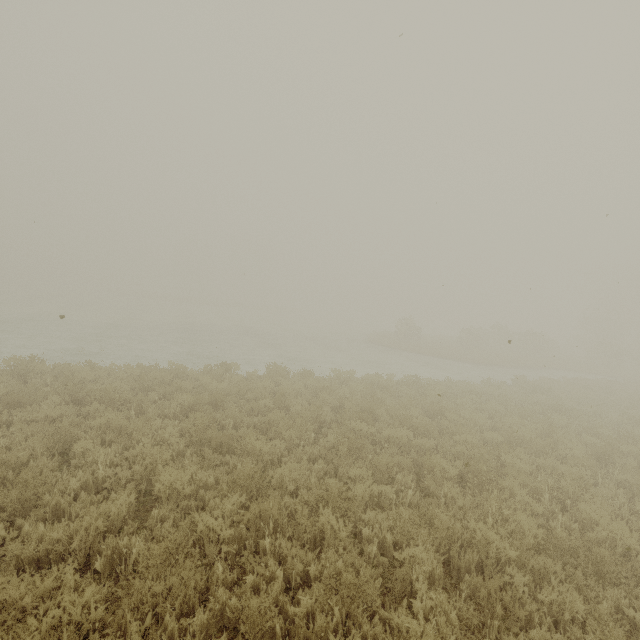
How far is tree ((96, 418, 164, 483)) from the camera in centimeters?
535cm

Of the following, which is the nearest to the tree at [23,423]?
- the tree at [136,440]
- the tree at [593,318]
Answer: the tree at [136,440]

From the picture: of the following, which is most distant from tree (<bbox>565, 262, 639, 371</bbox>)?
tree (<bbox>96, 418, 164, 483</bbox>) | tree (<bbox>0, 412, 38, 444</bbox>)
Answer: tree (<bbox>0, 412, 38, 444</bbox>)

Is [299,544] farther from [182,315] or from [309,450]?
[182,315]

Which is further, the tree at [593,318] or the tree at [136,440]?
the tree at [593,318]

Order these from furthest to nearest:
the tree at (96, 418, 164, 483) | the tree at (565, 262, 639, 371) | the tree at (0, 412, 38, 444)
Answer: the tree at (565, 262, 639, 371), the tree at (0, 412, 38, 444), the tree at (96, 418, 164, 483)

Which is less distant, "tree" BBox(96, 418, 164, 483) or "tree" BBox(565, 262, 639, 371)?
"tree" BBox(96, 418, 164, 483)

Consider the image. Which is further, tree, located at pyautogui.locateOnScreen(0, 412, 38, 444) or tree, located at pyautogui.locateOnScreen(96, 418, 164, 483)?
tree, located at pyautogui.locateOnScreen(0, 412, 38, 444)
